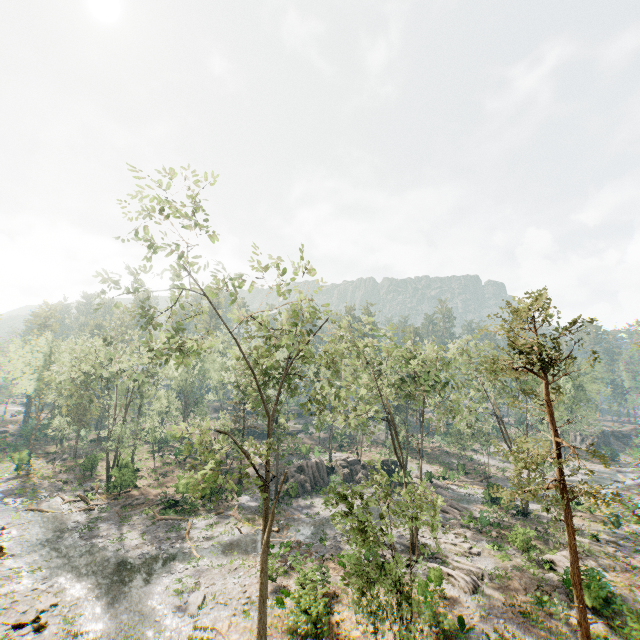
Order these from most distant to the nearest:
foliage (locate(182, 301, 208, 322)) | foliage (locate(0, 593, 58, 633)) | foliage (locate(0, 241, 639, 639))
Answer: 1. foliage (locate(182, 301, 208, 322))
2. foliage (locate(0, 593, 58, 633))
3. foliage (locate(0, 241, 639, 639))

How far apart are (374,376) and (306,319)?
12.31m

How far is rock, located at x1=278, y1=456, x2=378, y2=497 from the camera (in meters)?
38.60

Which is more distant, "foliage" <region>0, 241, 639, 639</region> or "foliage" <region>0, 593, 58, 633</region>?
"foliage" <region>0, 593, 58, 633</region>

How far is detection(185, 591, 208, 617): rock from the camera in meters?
18.7 m

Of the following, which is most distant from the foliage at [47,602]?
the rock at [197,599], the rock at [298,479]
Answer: the rock at [197,599]

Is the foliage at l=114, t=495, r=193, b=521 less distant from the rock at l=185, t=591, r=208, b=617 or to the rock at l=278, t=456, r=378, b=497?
the rock at l=278, t=456, r=378, b=497

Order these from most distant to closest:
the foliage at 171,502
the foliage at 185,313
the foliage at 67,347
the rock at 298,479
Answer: the rock at 298,479, the foliage at 171,502, the foliage at 185,313, the foliage at 67,347
